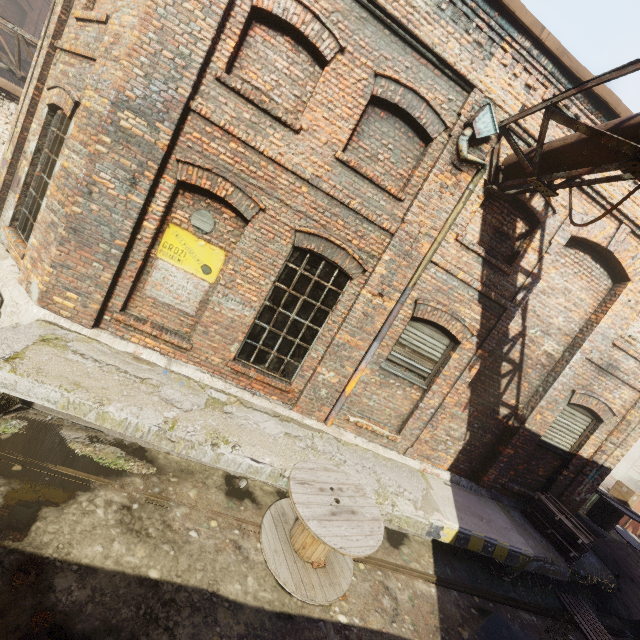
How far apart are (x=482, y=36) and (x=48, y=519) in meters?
8.7 m

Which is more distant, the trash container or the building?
the trash container

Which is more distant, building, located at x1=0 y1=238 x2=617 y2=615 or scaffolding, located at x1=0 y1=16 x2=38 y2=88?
scaffolding, located at x1=0 y1=16 x2=38 y2=88

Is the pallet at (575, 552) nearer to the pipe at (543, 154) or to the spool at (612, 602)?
the spool at (612, 602)

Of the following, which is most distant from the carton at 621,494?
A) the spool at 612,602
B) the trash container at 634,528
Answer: the trash container at 634,528

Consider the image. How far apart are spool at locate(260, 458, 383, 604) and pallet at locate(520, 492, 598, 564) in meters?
5.1 m

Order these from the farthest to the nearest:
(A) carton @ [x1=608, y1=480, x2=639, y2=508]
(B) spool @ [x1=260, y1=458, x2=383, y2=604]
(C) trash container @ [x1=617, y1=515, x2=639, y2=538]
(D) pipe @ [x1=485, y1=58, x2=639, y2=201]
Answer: (C) trash container @ [x1=617, y1=515, x2=639, y2=538] < (A) carton @ [x1=608, y1=480, x2=639, y2=508] < (B) spool @ [x1=260, y1=458, x2=383, y2=604] < (D) pipe @ [x1=485, y1=58, x2=639, y2=201]

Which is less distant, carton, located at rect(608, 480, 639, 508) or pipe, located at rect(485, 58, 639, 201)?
pipe, located at rect(485, 58, 639, 201)
